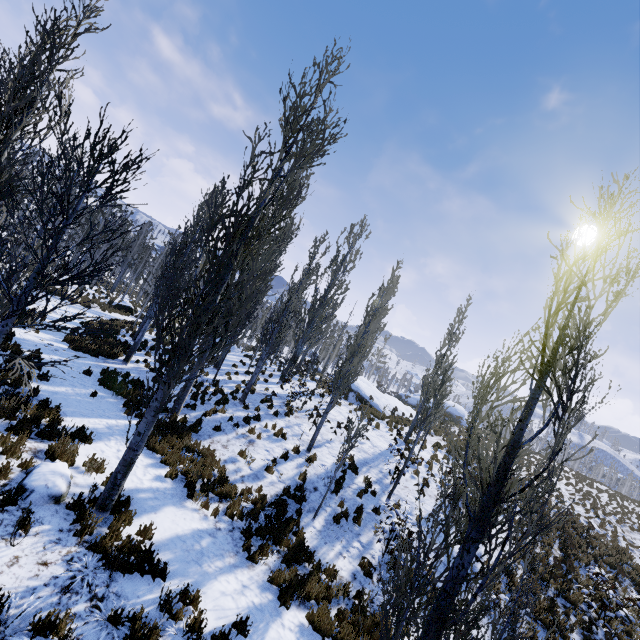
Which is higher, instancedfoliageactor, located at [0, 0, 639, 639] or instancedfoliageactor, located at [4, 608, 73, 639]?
instancedfoliageactor, located at [0, 0, 639, 639]

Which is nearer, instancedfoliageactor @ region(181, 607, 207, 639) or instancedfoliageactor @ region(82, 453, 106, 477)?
instancedfoliageactor @ region(181, 607, 207, 639)

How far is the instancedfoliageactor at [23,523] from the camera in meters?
5.0 m

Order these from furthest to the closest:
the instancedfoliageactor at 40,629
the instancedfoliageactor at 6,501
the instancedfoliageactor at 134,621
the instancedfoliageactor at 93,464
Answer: the instancedfoliageactor at 93,464 < the instancedfoliageactor at 6,501 < the instancedfoliageactor at 134,621 < the instancedfoliageactor at 40,629

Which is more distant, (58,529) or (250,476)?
(250,476)

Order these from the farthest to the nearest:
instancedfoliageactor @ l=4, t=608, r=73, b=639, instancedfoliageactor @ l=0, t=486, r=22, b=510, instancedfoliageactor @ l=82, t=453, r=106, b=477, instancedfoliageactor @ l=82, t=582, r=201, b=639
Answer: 1. instancedfoliageactor @ l=82, t=453, r=106, b=477
2. instancedfoliageactor @ l=0, t=486, r=22, b=510
3. instancedfoliageactor @ l=82, t=582, r=201, b=639
4. instancedfoliageactor @ l=4, t=608, r=73, b=639

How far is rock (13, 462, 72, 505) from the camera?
5.80m
